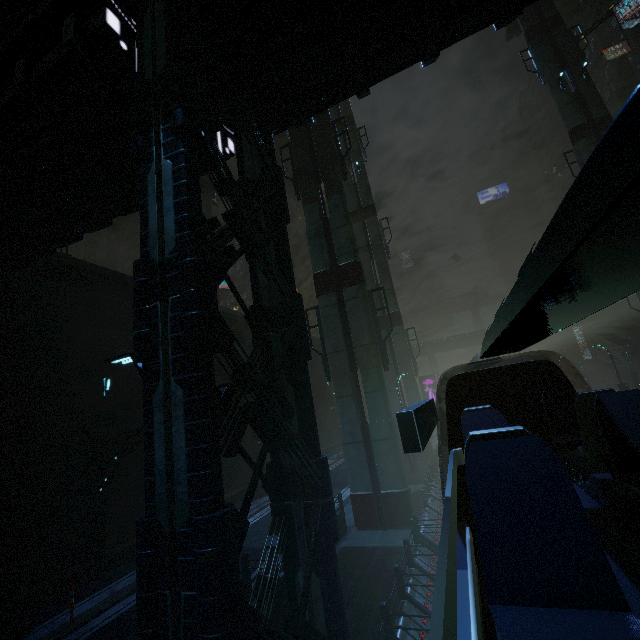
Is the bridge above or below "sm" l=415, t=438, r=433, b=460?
above

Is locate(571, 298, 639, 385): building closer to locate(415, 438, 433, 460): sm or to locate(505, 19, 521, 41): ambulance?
locate(415, 438, 433, 460): sm

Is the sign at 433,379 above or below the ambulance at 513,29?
below

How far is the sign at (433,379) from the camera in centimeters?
3719cm

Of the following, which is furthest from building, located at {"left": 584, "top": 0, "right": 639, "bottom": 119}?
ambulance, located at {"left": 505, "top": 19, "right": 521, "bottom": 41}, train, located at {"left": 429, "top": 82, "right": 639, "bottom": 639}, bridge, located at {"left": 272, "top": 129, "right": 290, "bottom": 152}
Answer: ambulance, located at {"left": 505, "top": 19, "right": 521, "bottom": 41}

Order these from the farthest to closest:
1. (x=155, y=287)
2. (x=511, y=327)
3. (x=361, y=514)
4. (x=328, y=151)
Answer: (x=328, y=151)
(x=361, y=514)
(x=155, y=287)
(x=511, y=327)

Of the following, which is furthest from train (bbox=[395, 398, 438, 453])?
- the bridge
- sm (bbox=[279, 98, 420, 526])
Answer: the bridge

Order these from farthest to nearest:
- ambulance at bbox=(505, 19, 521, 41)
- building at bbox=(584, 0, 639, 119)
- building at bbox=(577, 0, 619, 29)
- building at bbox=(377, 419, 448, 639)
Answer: building at bbox=(577, 0, 619, 29) → building at bbox=(584, 0, 639, 119) → ambulance at bbox=(505, 19, 521, 41) → building at bbox=(377, 419, 448, 639)
